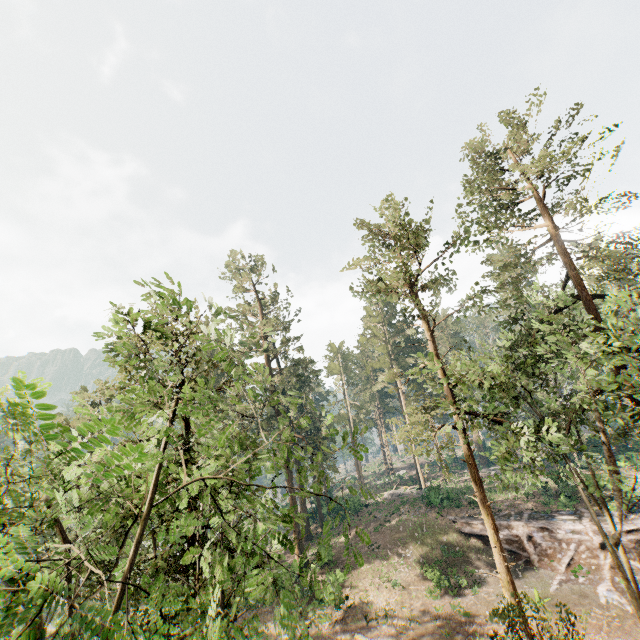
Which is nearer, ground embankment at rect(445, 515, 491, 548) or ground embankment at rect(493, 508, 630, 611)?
ground embankment at rect(493, 508, 630, 611)

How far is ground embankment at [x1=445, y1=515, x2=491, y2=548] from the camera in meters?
29.2 m

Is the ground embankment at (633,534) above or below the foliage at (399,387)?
below

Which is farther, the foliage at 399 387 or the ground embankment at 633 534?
the ground embankment at 633 534

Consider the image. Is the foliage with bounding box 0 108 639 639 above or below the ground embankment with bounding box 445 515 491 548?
above

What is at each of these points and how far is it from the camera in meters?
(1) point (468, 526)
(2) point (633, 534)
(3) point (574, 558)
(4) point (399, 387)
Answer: (1) ground embankment, 30.7 m
(2) ground embankment, 23.7 m
(3) ground embankment, 24.9 m
(4) foliage, 50.0 m

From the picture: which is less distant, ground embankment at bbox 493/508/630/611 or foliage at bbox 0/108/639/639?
foliage at bbox 0/108/639/639
